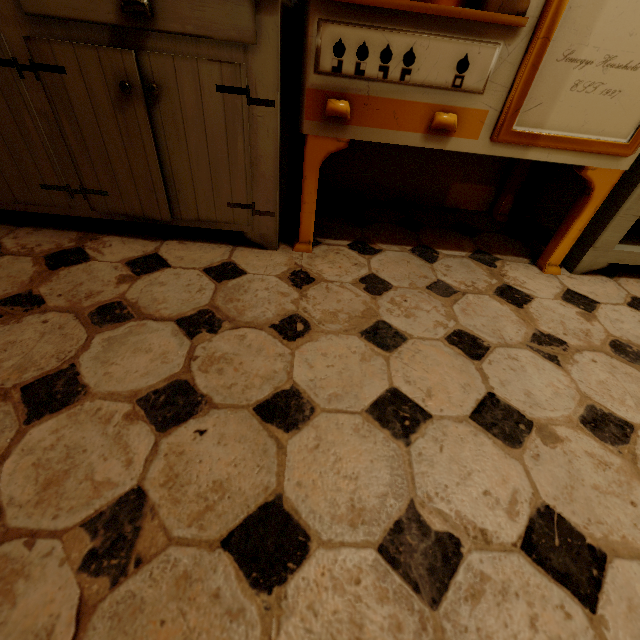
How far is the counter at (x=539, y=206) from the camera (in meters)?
1.47

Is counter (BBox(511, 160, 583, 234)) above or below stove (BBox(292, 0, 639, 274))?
below

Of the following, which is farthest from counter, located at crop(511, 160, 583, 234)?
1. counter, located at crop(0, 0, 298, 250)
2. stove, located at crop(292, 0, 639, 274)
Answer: counter, located at crop(0, 0, 298, 250)

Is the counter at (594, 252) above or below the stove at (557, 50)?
below

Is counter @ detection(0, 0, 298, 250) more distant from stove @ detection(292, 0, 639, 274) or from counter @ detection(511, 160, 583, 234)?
counter @ detection(511, 160, 583, 234)

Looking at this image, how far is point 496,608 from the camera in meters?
0.5 m

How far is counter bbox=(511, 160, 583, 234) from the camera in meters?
1.5
